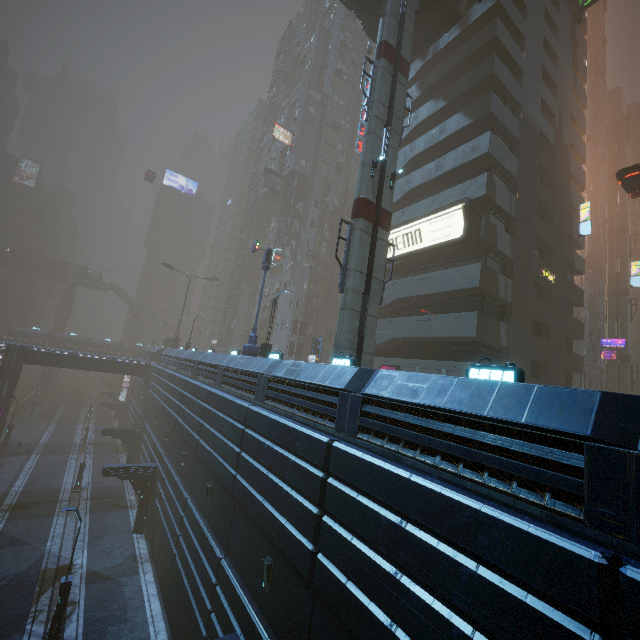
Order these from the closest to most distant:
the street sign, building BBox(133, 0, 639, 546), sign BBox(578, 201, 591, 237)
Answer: building BBox(133, 0, 639, 546)
the street sign
sign BBox(578, 201, 591, 237)

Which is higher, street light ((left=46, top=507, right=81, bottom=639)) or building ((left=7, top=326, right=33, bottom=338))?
building ((left=7, top=326, right=33, bottom=338))

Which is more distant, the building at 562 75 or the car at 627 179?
the car at 627 179

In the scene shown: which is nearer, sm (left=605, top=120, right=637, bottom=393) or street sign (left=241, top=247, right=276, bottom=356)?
street sign (left=241, top=247, right=276, bottom=356)

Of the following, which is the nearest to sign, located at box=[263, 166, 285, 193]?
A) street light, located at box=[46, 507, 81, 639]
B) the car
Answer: the car

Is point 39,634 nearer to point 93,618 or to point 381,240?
point 93,618

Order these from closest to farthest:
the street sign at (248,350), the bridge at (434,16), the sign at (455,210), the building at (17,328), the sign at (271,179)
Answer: the street sign at (248,350) → the sign at (455,210) → the bridge at (434,16) → the sign at (271,179) → the building at (17,328)

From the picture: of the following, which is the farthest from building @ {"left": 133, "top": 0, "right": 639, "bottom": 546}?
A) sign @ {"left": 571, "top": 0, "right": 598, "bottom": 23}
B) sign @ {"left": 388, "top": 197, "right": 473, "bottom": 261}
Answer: sign @ {"left": 571, "top": 0, "right": 598, "bottom": 23}
